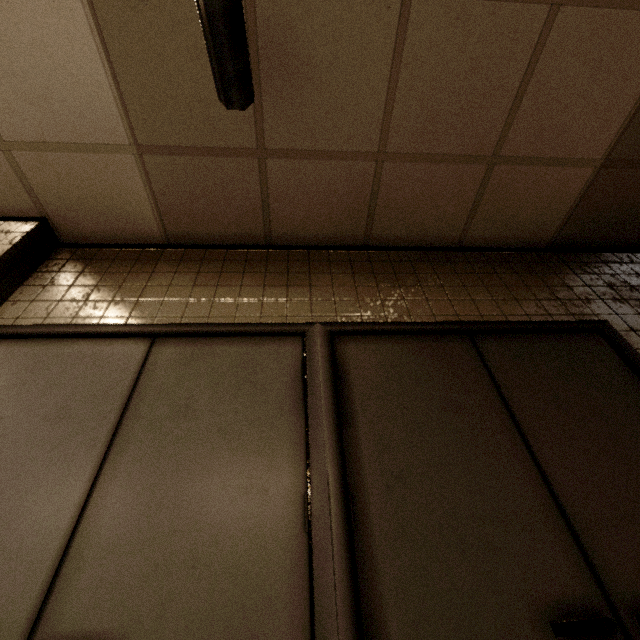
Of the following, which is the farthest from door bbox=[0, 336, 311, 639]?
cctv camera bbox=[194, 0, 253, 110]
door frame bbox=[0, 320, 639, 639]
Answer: cctv camera bbox=[194, 0, 253, 110]

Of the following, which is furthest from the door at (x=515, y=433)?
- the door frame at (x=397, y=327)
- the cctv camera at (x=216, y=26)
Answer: the cctv camera at (x=216, y=26)

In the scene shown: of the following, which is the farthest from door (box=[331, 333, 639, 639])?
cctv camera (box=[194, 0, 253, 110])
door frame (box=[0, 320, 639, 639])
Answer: cctv camera (box=[194, 0, 253, 110])

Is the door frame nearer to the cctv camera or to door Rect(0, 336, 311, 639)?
door Rect(0, 336, 311, 639)

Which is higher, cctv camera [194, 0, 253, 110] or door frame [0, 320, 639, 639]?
cctv camera [194, 0, 253, 110]

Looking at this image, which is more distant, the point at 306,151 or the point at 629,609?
the point at 306,151

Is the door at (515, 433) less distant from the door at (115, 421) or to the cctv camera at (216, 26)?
the door at (115, 421)

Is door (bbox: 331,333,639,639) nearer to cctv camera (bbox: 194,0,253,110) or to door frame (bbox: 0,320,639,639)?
door frame (bbox: 0,320,639,639)
